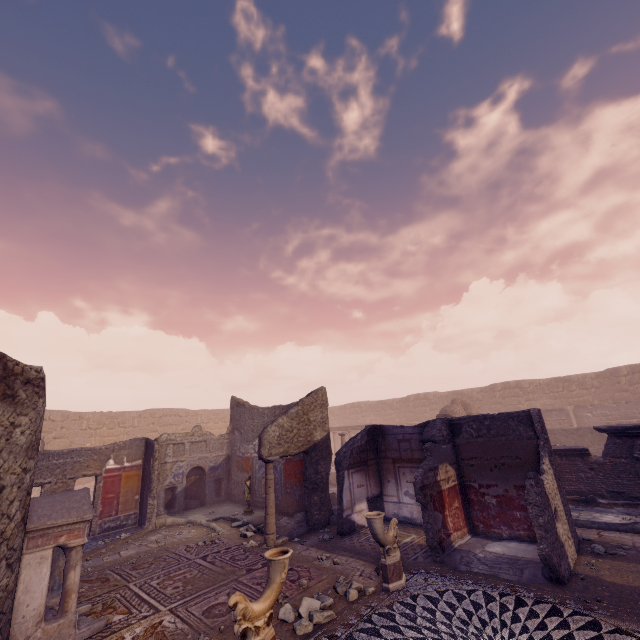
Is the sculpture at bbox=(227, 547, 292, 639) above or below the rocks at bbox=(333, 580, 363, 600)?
above

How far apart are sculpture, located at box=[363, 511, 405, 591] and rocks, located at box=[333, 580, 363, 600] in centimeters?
14cm

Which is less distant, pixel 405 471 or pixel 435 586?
pixel 435 586

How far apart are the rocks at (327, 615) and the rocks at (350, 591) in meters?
0.3 m

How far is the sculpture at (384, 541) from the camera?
5.8m

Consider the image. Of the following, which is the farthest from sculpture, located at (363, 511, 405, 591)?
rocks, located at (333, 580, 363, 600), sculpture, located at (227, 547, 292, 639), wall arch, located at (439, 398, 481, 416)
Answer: wall arch, located at (439, 398, 481, 416)

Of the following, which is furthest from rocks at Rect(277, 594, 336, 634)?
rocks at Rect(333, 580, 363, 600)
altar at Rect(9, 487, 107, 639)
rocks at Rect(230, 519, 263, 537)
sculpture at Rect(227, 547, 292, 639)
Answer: rocks at Rect(230, 519, 263, 537)

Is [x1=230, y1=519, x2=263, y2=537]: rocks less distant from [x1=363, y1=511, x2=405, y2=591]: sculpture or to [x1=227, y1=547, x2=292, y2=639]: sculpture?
[x1=363, y1=511, x2=405, y2=591]: sculpture
